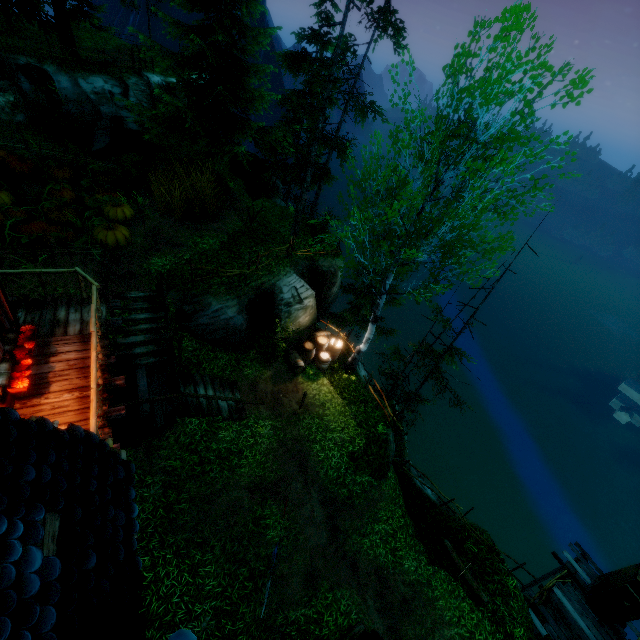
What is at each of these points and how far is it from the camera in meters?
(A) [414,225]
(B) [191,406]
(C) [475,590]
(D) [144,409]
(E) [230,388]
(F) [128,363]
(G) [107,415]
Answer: (A) tree, 9.7 m
(B) stairs, 10.7 m
(C) log, 11.7 m
(D) wooden platform, 9.8 m
(E) stairs, 12.8 m
(F) stairs, 10.5 m
(G) wooden platform, 7.2 m

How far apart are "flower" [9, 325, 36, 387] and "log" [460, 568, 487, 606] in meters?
14.5

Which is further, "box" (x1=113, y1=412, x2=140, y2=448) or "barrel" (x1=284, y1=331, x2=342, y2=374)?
"barrel" (x1=284, y1=331, x2=342, y2=374)

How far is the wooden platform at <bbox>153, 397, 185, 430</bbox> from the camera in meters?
9.6 m

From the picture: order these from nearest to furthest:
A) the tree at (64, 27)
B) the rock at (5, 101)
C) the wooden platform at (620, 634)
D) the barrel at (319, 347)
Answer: the wooden platform at (620, 634) < the barrel at (319, 347) < the rock at (5, 101) < the tree at (64, 27)

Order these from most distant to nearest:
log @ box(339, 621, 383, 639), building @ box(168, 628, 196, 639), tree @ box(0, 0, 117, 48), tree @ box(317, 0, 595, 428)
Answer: tree @ box(0, 0, 117, 48), log @ box(339, 621, 383, 639), tree @ box(317, 0, 595, 428), building @ box(168, 628, 196, 639)

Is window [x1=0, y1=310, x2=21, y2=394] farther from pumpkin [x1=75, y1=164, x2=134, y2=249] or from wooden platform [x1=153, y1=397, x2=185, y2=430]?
pumpkin [x1=75, y1=164, x2=134, y2=249]

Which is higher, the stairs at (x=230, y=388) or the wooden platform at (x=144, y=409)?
the wooden platform at (x=144, y=409)
